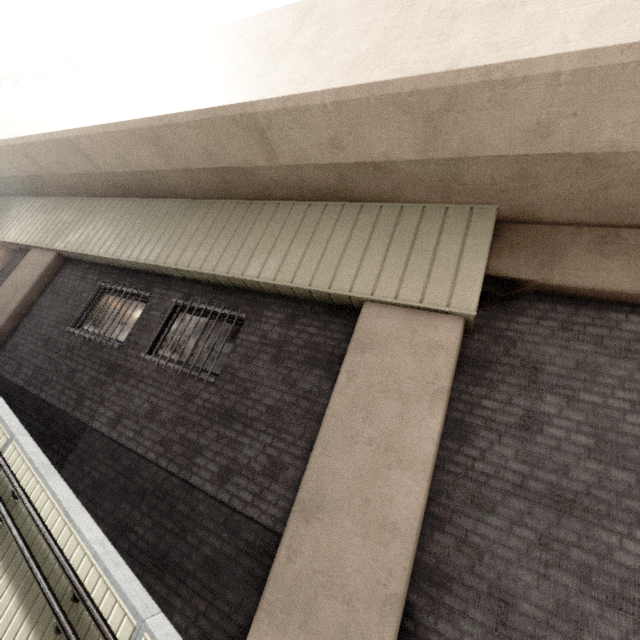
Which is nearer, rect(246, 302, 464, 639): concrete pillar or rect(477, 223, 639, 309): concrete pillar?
rect(246, 302, 464, 639): concrete pillar

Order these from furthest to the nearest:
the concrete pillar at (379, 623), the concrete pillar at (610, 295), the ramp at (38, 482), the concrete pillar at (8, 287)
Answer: the concrete pillar at (8, 287), the concrete pillar at (610, 295), the concrete pillar at (379, 623), the ramp at (38, 482)

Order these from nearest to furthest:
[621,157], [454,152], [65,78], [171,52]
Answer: [621,157] < [454,152] < [171,52] < [65,78]

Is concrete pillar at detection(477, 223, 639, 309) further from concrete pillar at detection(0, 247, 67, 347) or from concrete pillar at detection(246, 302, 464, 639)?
concrete pillar at detection(0, 247, 67, 347)

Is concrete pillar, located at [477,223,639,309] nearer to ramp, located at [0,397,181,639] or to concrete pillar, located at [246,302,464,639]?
concrete pillar, located at [246,302,464,639]

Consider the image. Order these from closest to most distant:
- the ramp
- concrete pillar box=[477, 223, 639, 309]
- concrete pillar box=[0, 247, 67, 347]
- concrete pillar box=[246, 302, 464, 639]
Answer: the ramp < concrete pillar box=[246, 302, 464, 639] < concrete pillar box=[477, 223, 639, 309] < concrete pillar box=[0, 247, 67, 347]

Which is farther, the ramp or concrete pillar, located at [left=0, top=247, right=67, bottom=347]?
concrete pillar, located at [left=0, top=247, right=67, bottom=347]

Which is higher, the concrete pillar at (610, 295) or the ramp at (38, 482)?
the concrete pillar at (610, 295)
